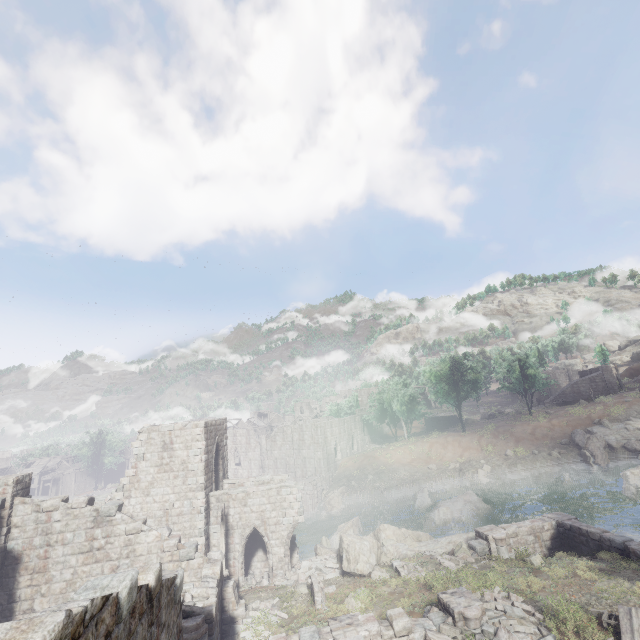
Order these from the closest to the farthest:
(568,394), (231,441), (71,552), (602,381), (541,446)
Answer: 1. (71,552)
2. (541,446)
3. (602,381)
4. (231,441)
5. (568,394)

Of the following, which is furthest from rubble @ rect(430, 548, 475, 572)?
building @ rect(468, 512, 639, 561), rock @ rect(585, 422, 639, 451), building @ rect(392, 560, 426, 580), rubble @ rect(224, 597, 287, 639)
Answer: rock @ rect(585, 422, 639, 451)

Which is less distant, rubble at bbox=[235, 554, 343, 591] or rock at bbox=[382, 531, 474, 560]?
rubble at bbox=[235, 554, 343, 591]

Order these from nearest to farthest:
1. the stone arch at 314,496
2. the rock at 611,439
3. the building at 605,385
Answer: the rock at 611,439
the stone arch at 314,496
the building at 605,385

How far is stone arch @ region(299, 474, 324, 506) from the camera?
41.5 meters

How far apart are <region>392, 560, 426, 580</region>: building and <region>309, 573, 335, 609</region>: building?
3.2 meters

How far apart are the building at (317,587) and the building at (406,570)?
3.2m

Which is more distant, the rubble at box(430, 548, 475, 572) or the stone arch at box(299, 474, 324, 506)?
the stone arch at box(299, 474, 324, 506)
